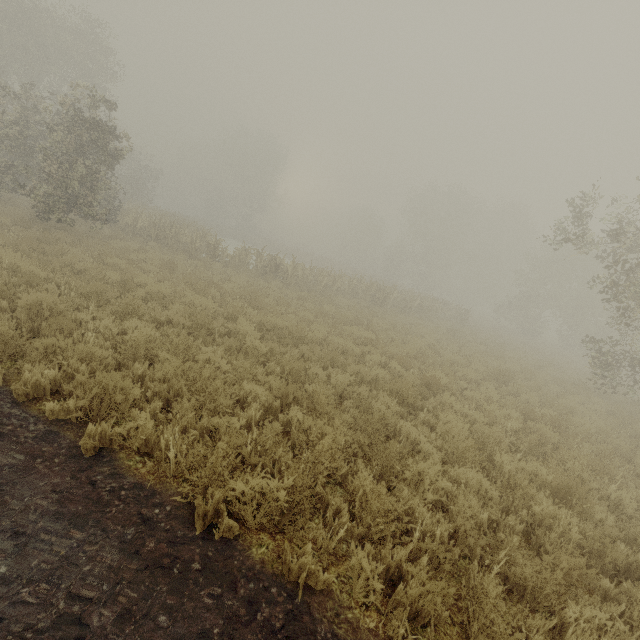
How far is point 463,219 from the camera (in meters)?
43.34
